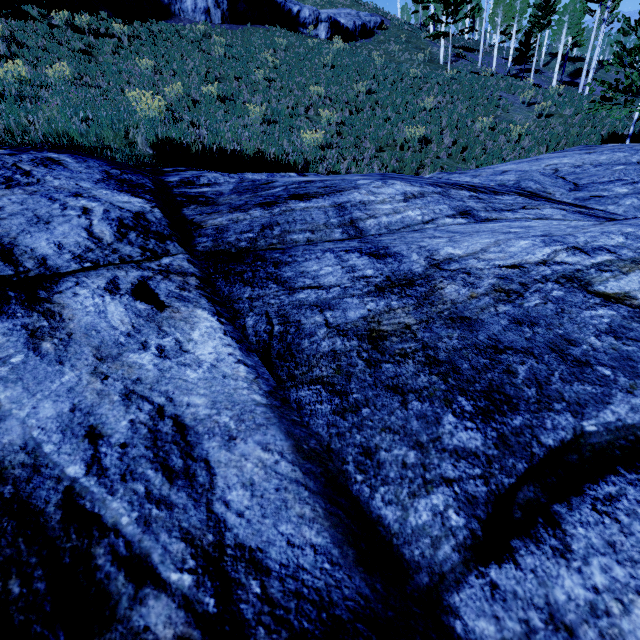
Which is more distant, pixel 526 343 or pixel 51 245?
pixel 51 245

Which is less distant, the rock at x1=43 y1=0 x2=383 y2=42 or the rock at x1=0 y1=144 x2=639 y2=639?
the rock at x1=0 y1=144 x2=639 y2=639

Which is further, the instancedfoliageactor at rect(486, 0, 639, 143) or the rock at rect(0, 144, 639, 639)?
the instancedfoliageactor at rect(486, 0, 639, 143)

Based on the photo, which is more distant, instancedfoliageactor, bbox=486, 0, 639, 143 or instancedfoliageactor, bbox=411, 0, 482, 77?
instancedfoliageactor, bbox=411, 0, 482, 77

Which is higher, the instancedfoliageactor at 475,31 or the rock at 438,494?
the instancedfoliageactor at 475,31

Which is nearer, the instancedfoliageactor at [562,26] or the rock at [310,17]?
the instancedfoliageactor at [562,26]

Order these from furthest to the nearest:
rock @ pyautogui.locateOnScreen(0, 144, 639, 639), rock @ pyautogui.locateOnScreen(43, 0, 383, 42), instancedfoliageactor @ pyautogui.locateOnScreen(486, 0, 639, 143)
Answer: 1. rock @ pyautogui.locateOnScreen(43, 0, 383, 42)
2. instancedfoliageactor @ pyautogui.locateOnScreen(486, 0, 639, 143)
3. rock @ pyautogui.locateOnScreen(0, 144, 639, 639)

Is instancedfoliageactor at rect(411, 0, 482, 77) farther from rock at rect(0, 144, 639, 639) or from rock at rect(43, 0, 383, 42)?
rock at rect(43, 0, 383, 42)
